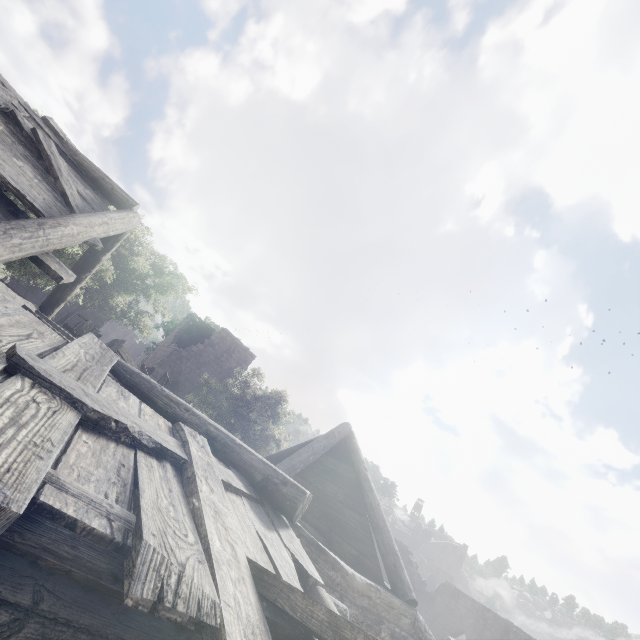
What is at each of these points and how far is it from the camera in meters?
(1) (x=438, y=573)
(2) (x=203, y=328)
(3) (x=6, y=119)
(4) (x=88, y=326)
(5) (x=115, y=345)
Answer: (1) building, 55.5 m
(2) wooden plank rubble, 29.5 m
(3) wooden plank rubble, 5.6 m
(4) broken furniture, 10.1 m
(5) broken furniture, 9.4 m

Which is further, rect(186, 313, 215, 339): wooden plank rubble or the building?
rect(186, 313, 215, 339): wooden plank rubble

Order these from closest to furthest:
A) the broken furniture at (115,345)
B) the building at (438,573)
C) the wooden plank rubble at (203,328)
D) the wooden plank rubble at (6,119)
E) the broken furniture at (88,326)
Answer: the building at (438,573), the wooden plank rubble at (6,119), the broken furniture at (115,345), the broken furniture at (88,326), the wooden plank rubble at (203,328)

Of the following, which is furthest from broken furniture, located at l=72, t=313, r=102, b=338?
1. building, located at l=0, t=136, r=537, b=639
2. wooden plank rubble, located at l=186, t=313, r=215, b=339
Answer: wooden plank rubble, located at l=186, t=313, r=215, b=339

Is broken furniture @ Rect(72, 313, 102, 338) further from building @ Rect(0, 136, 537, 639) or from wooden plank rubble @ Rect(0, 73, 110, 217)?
wooden plank rubble @ Rect(0, 73, 110, 217)

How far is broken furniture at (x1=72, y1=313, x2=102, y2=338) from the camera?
9.86m

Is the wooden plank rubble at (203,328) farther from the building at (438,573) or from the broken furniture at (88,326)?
the broken furniture at (88,326)

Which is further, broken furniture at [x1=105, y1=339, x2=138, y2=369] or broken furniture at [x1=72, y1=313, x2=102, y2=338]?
broken furniture at [x1=72, y1=313, x2=102, y2=338]
